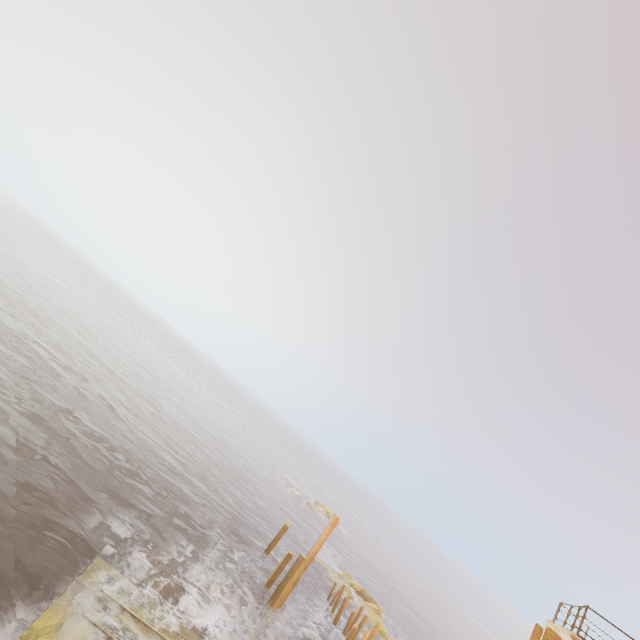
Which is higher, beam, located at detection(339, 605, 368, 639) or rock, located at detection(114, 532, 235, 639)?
beam, located at detection(339, 605, 368, 639)

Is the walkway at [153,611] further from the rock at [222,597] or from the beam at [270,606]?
the beam at [270,606]

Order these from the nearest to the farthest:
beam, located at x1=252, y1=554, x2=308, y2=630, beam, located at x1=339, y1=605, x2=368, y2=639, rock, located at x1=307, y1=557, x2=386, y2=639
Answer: beam, located at x1=252, y1=554, x2=308, y2=630
beam, located at x1=339, y1=605, x2=368, y2=639
rock, located at x1=307, y1=557, x2=386, y2=639

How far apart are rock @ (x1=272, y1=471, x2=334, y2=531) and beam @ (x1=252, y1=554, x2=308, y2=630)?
30.2 meters

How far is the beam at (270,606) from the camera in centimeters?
1558cm

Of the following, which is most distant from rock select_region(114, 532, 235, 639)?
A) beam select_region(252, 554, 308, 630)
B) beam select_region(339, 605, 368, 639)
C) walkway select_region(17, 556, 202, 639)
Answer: beam select_region(339, 605, 368, 639)

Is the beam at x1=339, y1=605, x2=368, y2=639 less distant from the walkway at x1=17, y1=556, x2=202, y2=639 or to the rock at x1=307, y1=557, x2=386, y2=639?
the rock at x1=307, y1=557, x2=386, y2=639

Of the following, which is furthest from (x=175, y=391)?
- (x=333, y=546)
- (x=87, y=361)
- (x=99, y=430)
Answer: (x=99, y=430)
